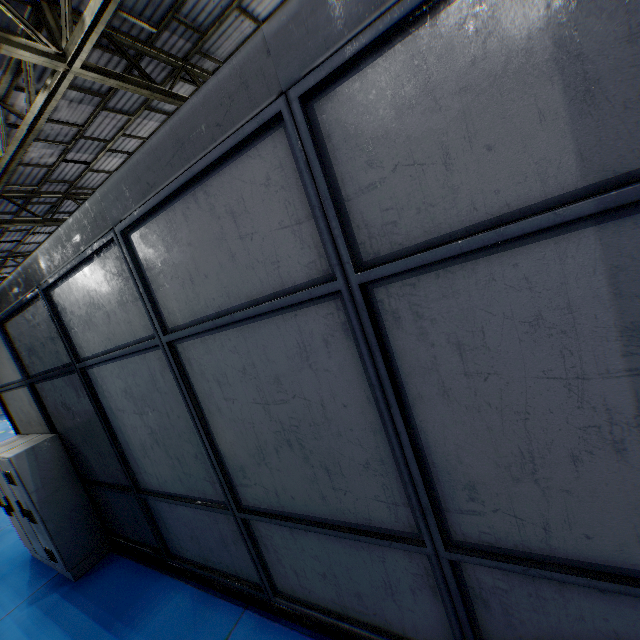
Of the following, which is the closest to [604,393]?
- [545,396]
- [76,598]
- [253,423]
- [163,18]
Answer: [545,396]
